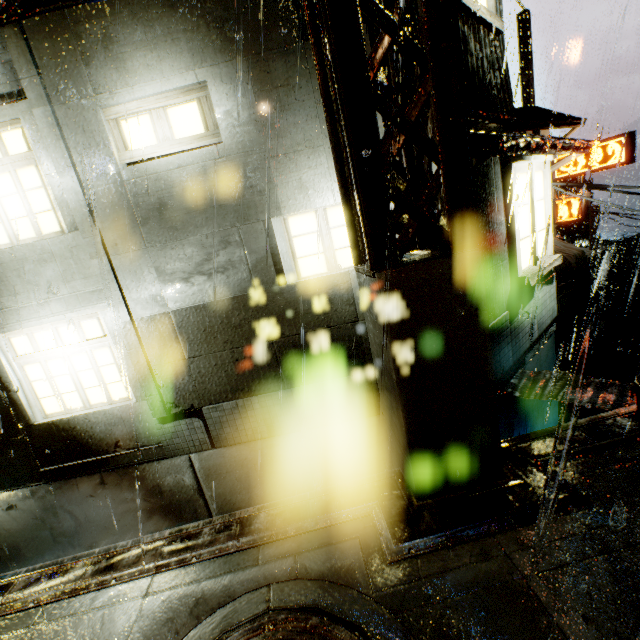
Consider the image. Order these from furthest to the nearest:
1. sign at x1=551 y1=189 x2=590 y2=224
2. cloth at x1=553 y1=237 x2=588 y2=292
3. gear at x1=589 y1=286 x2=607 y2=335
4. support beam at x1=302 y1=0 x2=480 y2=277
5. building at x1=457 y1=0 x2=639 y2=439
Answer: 1. gear at x1=589 y1=286 x2=607 y2=335
2. sign at x1=551 y1=189 x2=590 y2=224
3. cloth at x1=553 y1=237 x2=588 y2=292
4. building at x1=457 y1=0 x2=639 y2=439
5. support beam at x1=302 y1=0 x2=480 y2=277

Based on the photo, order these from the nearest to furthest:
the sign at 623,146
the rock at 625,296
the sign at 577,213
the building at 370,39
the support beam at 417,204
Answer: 1. the support beam at 417,204
2. the building at 370,39
3. the sign at 623,146
4. the sign at 577,213
5. the rock at 625,296

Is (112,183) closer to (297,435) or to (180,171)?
(180,171)

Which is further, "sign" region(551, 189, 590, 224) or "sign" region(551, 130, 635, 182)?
"sign" region(551, 189, 590, 224)

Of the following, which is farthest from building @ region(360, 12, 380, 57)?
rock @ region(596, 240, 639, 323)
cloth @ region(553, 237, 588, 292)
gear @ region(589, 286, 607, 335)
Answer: rock @ region(596, 240, 639, 323)

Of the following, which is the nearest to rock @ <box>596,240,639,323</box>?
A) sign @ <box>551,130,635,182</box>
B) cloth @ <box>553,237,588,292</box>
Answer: cloth @ <box>553,237,588,292</box>

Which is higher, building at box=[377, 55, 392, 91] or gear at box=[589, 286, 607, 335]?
building at box=[377, 55, 392, 91]

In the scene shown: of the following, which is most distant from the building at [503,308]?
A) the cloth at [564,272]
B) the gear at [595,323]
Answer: the gear at [595,323]
